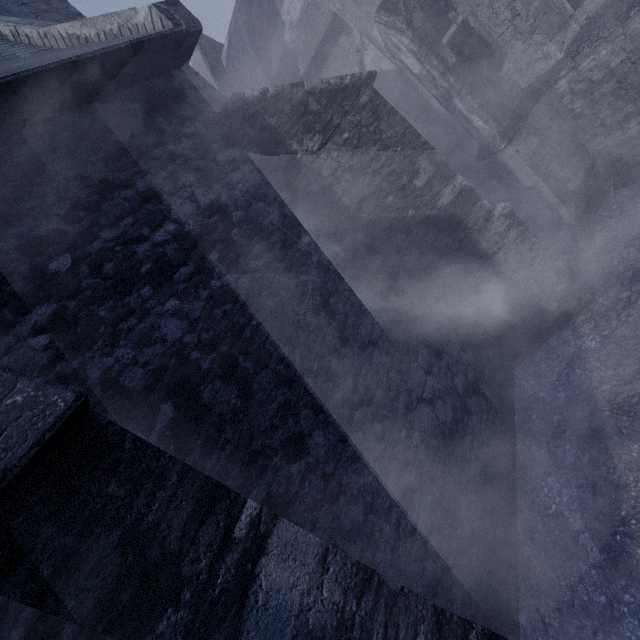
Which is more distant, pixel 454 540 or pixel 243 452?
pixel 454 540
